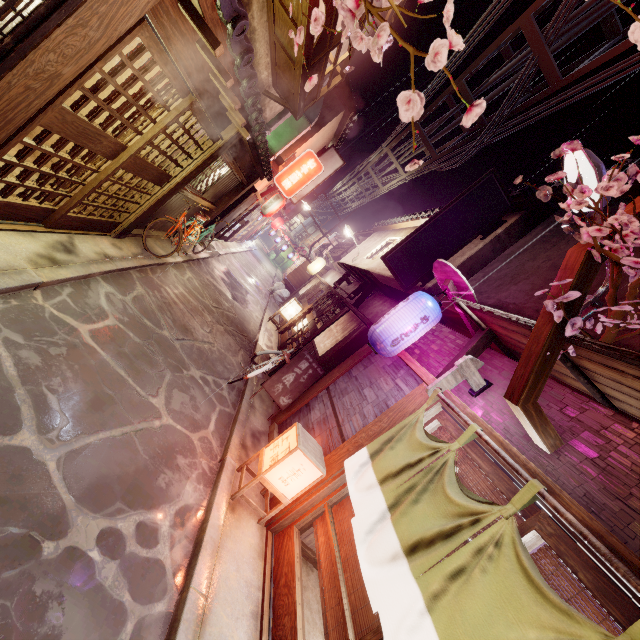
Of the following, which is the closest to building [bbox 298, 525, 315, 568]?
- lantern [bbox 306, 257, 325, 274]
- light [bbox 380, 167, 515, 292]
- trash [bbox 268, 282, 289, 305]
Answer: light [bbox 380, 167, 515, 292]

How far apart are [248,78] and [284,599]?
11.15m

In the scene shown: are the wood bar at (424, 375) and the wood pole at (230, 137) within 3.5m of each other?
no

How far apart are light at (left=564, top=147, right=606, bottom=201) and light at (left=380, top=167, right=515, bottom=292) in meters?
7.0 m

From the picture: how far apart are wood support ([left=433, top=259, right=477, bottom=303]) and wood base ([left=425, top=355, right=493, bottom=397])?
1.6m

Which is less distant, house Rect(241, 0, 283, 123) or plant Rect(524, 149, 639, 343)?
plant Rect(524, 149, 639, 343)

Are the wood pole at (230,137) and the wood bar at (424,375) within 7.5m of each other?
no

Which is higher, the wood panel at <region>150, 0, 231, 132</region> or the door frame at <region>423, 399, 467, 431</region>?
the wood panel at <region>150, 0, 231, 132</region>
